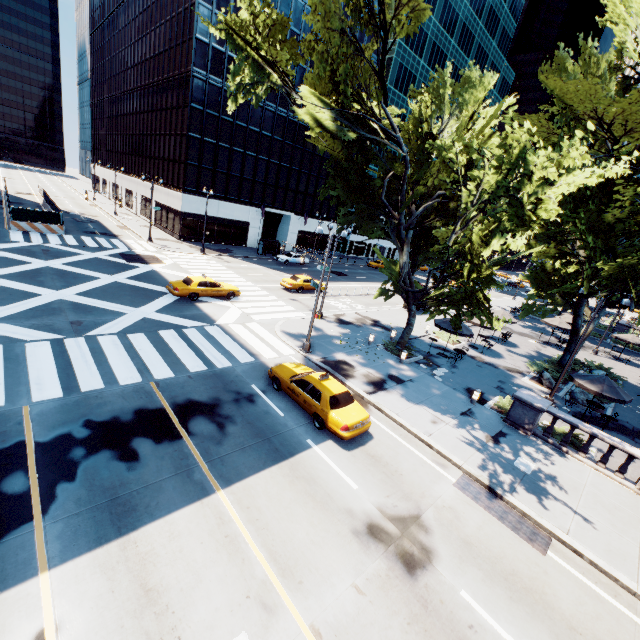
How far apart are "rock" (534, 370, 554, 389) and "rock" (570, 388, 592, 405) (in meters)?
0.69

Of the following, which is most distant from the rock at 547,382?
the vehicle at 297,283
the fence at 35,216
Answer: the fence at 35,216

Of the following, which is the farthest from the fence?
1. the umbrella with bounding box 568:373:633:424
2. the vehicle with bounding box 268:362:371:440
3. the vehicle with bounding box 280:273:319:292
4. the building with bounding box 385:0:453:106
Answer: the building with bounding box 385:0:453:106

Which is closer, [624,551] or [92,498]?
[92,498]

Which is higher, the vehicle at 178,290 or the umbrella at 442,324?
the umbrella at 442,324

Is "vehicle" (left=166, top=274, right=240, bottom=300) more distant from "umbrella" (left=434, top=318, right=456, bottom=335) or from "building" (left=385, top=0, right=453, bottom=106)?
"building" (left=385, top=0, right=453, bottom=106)

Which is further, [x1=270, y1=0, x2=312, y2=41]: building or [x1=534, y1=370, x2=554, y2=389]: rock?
[x1=270, y1=0, x2=312, y2=41]: building

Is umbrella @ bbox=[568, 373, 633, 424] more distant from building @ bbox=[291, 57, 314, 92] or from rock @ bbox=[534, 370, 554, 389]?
building @ bbox=[291, 57, 314, 92]
